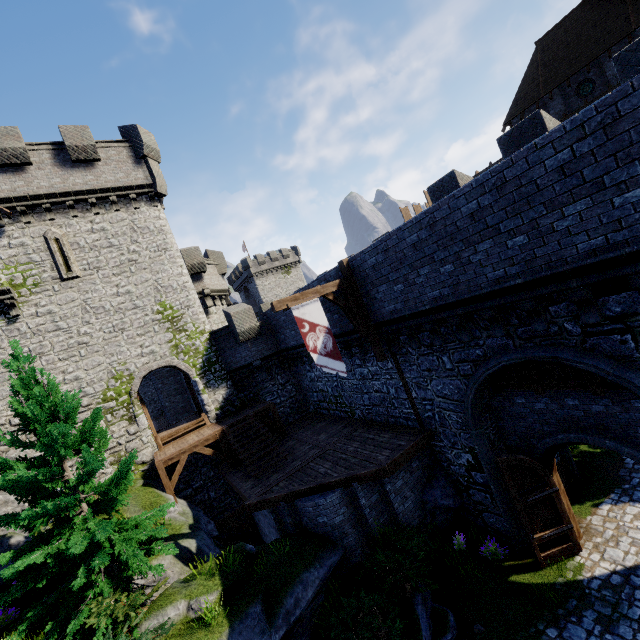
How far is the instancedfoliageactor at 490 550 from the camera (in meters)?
10.15

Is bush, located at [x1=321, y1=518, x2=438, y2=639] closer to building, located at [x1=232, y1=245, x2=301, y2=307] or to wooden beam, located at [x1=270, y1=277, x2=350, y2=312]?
wooden beam, located at [x1=270, y1=277, x2=350, y2=312]

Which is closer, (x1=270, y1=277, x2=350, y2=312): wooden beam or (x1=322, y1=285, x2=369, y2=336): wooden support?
(x1=270, y1=277, x2=350, y2=312): wooden beam

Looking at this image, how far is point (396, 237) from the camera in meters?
9.6 m

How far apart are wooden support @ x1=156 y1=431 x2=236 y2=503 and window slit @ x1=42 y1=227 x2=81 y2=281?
10.2 meters

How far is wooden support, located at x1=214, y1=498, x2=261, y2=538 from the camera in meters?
15.3

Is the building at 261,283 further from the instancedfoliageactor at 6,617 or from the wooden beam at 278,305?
the instancedfoliageactor at 6,617

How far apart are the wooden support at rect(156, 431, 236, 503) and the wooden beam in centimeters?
873cm
